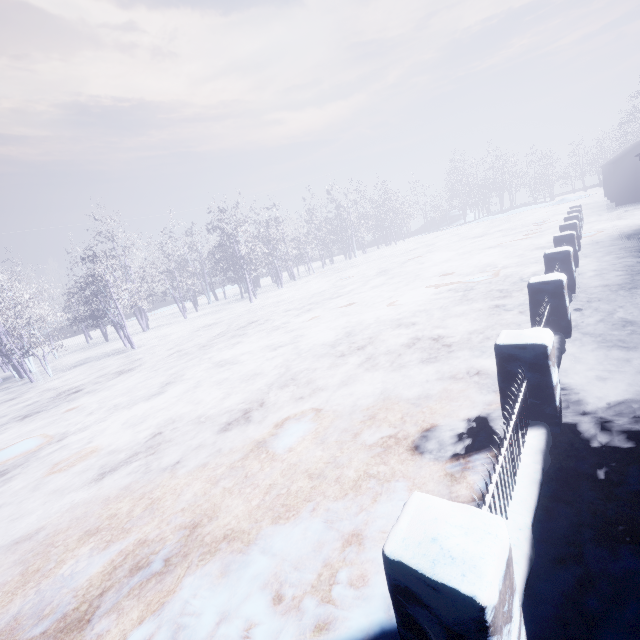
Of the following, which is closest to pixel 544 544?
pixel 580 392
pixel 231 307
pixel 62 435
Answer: pixel 580 392
